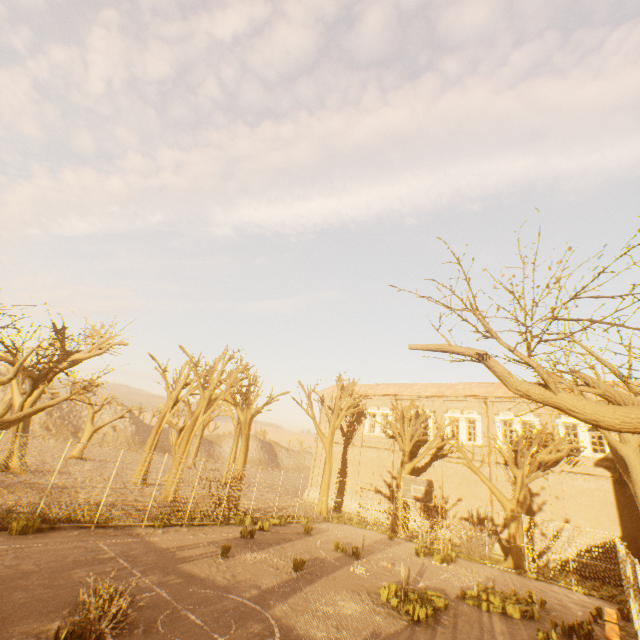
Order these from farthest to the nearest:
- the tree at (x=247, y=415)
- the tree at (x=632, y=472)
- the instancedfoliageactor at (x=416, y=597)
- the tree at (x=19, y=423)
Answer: the tree at (x=247, y=415) → the tree at (x=19, y=423) → the instancedfoliageactor at (x=416, y=597) → the tree at (x=632, y=472)

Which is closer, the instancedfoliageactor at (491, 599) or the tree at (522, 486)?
the instancedfoliageactor at (491, 599)

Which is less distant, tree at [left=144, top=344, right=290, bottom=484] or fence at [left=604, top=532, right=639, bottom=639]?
fence at [left=604, top=532, right=639, bottom=639]

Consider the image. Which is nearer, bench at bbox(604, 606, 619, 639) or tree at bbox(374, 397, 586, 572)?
bench at bbox(604, 606, 619, 639)

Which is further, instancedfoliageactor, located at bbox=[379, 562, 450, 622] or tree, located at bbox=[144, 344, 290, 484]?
tree, located at bbox=[144, 344, 290, 484]

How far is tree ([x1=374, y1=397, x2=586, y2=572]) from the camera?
18.8m

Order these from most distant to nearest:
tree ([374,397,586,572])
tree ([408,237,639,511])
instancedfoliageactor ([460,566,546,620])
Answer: tree ([374,397,586,572])
instancedfoliageactor ([460,566,546,620])
tree ([408,237,639,511])

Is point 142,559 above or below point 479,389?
below
